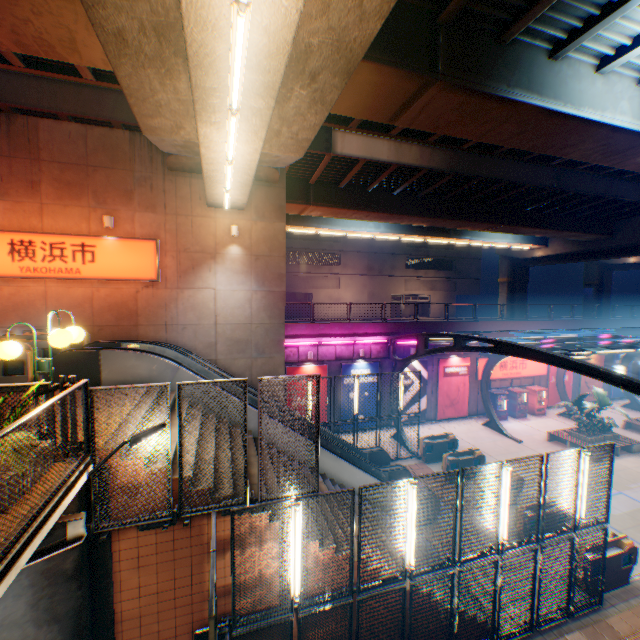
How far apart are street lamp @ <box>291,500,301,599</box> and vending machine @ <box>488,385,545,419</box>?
22.5m

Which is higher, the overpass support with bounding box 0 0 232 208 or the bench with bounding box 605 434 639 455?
the overpass support with bounding box 0 0 232 208

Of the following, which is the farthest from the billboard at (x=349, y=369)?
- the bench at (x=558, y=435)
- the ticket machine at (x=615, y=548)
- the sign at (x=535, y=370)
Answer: the ticket machine at (x=615, y=548)

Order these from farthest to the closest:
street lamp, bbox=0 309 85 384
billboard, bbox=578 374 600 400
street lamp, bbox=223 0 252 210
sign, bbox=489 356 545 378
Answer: billboard, bbox=578 374 600 400 < sign, bbox=489 356 545 378 < street lamp, bbox=0 309 85 384 < street lamp, bbox=223 0 252 210

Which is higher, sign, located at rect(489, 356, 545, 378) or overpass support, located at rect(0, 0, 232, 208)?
overpass support, located at rect(0, 0, 232, 208)

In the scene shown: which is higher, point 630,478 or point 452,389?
point 452,389

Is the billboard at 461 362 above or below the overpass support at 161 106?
below

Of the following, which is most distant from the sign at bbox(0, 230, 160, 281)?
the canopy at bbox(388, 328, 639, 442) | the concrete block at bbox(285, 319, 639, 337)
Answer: the canopy at bbox(388, 328, 639, 442)
